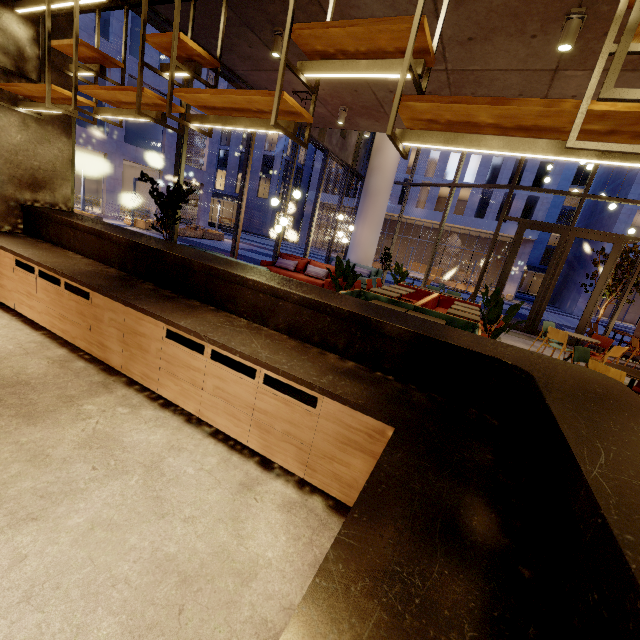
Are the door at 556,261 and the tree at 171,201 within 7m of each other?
no

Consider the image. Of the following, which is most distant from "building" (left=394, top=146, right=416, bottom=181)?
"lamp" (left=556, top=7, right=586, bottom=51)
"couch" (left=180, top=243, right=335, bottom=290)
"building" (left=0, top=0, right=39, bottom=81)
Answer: "lamp" (left=556, top=7, right=586, bottom=51)

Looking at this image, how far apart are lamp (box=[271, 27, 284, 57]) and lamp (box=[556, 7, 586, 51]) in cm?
376

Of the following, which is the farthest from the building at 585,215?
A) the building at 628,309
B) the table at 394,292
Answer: the table at 394,292

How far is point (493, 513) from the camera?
1.3m

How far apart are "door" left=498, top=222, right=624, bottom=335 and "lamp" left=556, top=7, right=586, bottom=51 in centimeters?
816cm

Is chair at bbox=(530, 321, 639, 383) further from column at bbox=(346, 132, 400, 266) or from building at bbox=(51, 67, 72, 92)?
column at bbox=(346, 132, 400, 266)

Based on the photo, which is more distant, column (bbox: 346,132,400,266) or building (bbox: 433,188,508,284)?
building (bbox: 433,188,508,284)
